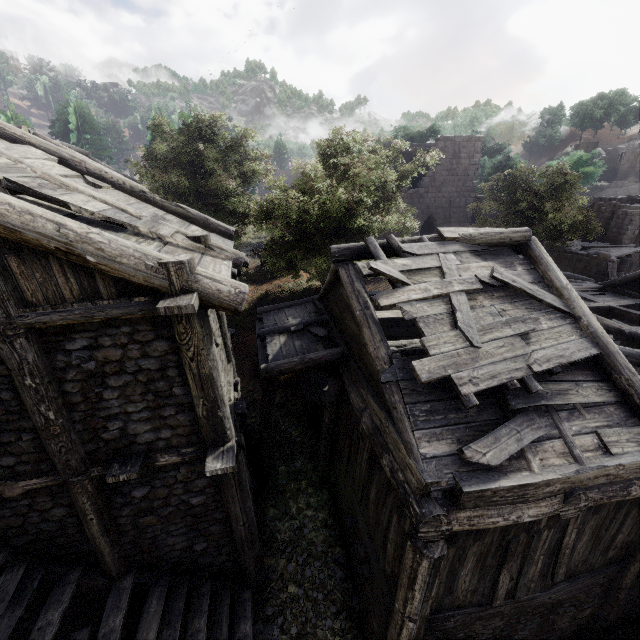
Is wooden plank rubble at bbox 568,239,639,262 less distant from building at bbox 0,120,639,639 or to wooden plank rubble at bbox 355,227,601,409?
building at bbox 0,120,639,639

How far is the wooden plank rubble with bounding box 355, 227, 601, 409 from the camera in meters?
5.6

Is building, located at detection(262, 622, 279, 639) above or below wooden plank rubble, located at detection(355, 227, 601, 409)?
below

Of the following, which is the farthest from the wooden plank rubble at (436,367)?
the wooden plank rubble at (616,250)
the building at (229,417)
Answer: the wooden plank rubble at (616,250)

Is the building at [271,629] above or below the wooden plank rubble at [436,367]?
below

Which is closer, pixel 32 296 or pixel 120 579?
pixel 32 296

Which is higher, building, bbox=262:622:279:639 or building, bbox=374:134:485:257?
building, bbox=374:134:485:257
